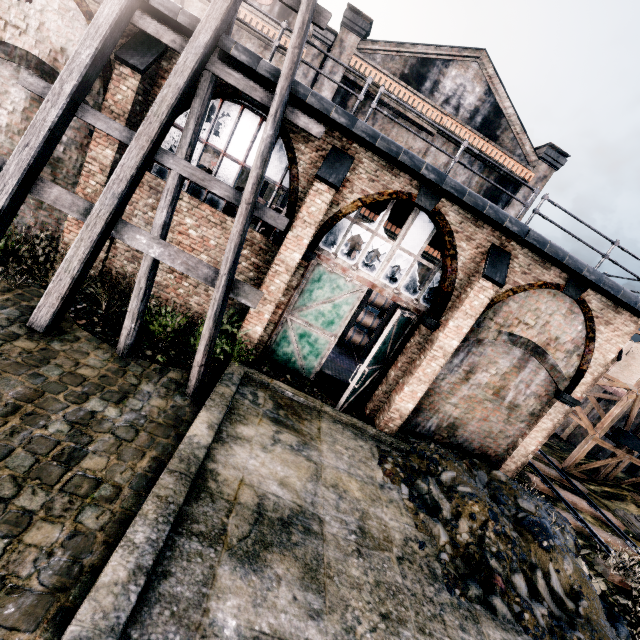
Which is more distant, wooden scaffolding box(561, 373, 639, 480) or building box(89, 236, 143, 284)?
wooden scaffolding box(561, 373, 639, 480)

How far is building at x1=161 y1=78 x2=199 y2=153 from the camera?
9.30m

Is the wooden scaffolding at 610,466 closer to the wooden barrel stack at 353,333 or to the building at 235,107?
the building at 235,107

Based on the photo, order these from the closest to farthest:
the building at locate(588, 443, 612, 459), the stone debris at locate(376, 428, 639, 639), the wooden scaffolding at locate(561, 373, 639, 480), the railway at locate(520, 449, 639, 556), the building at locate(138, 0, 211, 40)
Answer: the stone debris at locate(376, 428, 639, 639), the building at locate(138, 0, 211, 40), the railway at locate(520, 449, 639, 556), the wooden scaffolding at locate(561, 373, 639, 480), the building at locate(588, 443, 612, 459)

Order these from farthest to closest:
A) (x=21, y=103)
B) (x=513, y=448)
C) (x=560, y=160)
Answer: (x=560, y=160), (x=513, y=448), (x=21, y=103)

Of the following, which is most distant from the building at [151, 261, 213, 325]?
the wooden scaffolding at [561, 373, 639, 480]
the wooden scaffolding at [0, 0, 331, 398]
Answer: the wooden scaffolding at [561, 373, 639, 480]

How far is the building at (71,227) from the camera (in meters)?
9.72

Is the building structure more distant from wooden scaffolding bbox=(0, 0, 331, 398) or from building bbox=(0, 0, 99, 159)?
wooden scaffolding bbox=(0, 0, 331, 398)
